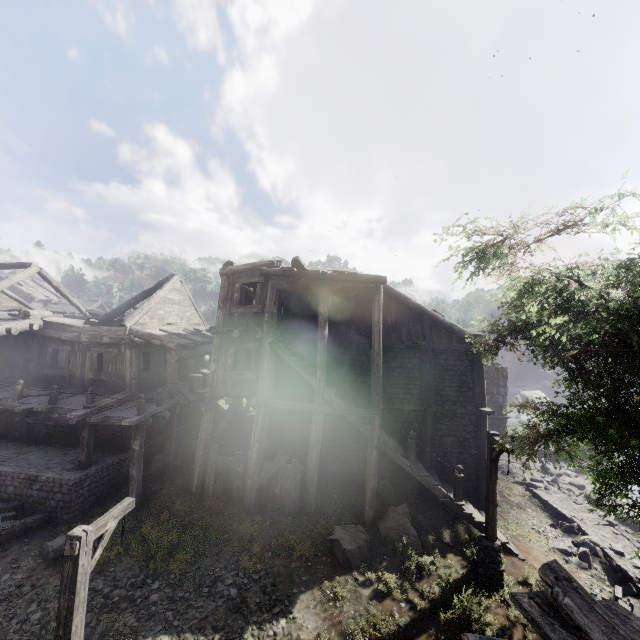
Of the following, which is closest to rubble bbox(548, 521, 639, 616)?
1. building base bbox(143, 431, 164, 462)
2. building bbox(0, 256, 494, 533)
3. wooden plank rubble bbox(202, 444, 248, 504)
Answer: building bbox(0, 256, 494, 533)

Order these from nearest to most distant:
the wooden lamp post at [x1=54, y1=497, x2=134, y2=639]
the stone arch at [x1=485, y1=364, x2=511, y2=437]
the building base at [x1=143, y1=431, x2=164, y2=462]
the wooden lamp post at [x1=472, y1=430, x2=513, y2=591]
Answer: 1. the wooden lamp post at [x1=54, y1=497, x2=134, y2=639]
2. the wooden lamp post at [x1=472, y1=430, x2=513, y2=591]
3. the building base at [x1=143, y1=431, x2=164, y2=462]
4. the stone arch at [x1=485, y1=364, x2=511, y2=437]

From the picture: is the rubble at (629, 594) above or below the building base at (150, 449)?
below

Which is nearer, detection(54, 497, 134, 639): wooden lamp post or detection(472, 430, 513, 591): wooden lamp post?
detection(54, 497, 134, 639): wooden lamp post

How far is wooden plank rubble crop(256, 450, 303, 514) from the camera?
12.7 meters

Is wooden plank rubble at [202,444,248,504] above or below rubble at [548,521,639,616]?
above

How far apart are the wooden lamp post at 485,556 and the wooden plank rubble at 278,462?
6.22m

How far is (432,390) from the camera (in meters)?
14.92
